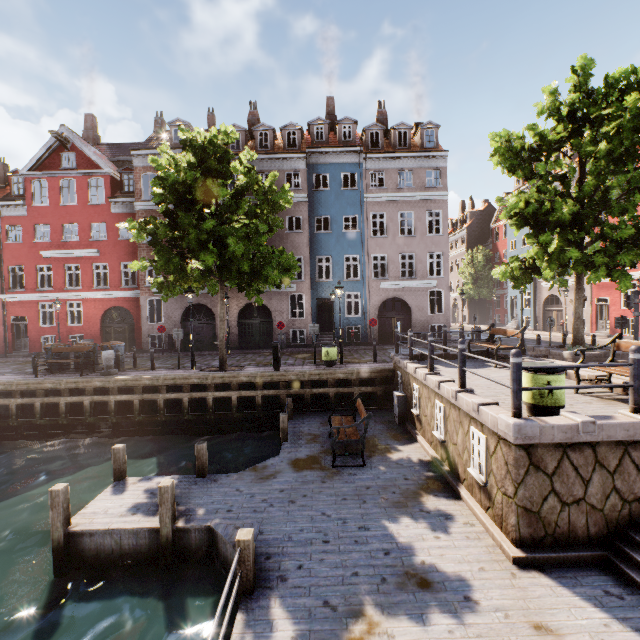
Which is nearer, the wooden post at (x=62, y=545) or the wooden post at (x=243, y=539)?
the wooden post at (x=243, y=539)

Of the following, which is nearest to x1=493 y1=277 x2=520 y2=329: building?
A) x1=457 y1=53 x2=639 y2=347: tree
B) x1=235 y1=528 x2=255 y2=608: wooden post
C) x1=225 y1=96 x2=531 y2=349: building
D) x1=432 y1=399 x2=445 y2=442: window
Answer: x1=457 y1=53 x2=639 y2=347: tree

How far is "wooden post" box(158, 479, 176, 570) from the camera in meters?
6.2

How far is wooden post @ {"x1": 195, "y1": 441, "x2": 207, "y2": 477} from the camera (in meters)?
8.11

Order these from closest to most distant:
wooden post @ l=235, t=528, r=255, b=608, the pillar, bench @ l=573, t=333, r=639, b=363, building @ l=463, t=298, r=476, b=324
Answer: wooden post @ l=235, t=528, r=255, b=608
bench @ l=573, t=333, r=639, b=363
the pillar
building @ l=463, t=298, r=476, b=324

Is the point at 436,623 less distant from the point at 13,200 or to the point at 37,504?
the point at 37,504

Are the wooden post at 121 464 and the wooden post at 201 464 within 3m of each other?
yes

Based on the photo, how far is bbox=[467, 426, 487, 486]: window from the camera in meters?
6.1
